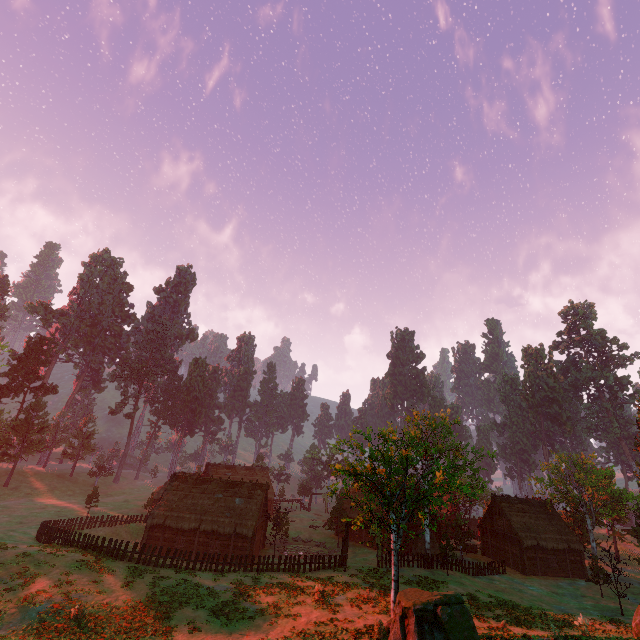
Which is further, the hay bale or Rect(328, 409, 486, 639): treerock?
the hay bale

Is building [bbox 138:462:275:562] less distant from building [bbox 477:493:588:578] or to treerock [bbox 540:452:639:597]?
treerock [bbox 540:452:639:597]

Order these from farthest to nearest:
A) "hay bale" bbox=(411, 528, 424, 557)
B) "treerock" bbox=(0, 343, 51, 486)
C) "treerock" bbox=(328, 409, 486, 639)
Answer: "treerock" bbox=(0, 343, 51, 486) → "hay bale" bbox=(411, 528, 424, 557) → "treerock" bbox=(328, 409, 486, 639)

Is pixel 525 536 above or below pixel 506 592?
above

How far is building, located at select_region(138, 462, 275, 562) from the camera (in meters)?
35.38

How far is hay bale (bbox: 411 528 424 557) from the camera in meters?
38.0

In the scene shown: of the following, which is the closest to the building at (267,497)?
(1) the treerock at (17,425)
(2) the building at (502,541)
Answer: (1) the treerock at (17,425)

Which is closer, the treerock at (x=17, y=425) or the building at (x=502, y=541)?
the building at (x=502, y=541)
